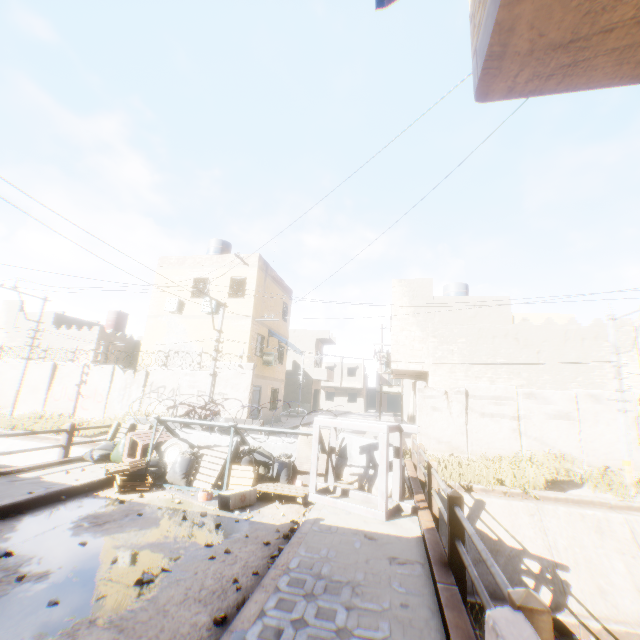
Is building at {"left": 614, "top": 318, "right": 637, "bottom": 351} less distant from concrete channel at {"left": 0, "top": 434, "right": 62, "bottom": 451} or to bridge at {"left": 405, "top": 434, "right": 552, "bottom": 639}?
concrete channel at {"left": 0, "top": 434, "right": 62, "bottom": 451}

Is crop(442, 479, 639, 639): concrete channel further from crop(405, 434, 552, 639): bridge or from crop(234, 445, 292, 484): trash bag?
crop(234, 445, 292, 484): trash bag

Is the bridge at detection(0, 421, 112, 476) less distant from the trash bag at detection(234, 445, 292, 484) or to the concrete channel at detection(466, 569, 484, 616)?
→ the concrete channel at detection(466, 569, 484, 616)

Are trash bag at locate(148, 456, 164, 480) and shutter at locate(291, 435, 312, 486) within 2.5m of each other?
no

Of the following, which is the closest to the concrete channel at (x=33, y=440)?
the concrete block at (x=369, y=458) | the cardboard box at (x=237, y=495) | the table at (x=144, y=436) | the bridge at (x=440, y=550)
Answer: the bridge at (x=440, y=550)

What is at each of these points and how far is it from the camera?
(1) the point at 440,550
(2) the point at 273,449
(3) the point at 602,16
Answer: (1) bridge, 4.5m
(2) concrete block, 8.6m
(3) building, 1.5m

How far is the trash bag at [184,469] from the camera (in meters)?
7.45

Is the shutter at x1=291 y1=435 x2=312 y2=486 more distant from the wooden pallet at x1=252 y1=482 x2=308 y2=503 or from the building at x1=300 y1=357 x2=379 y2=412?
the building at x1=300 y1=357 x2=379 y2=412
